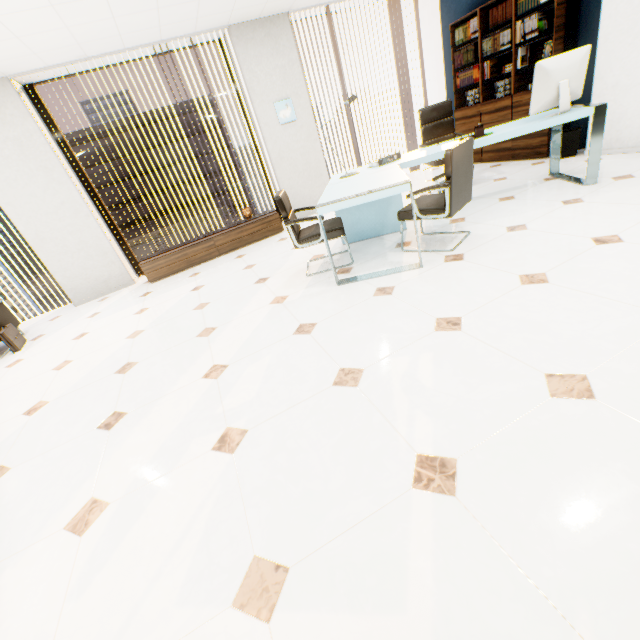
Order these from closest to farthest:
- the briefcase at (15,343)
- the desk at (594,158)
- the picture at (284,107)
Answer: the desk at (594,158) < the briefcase at (15,343) < the picture at (284,107)

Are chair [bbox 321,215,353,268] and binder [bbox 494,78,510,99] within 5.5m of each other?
yes

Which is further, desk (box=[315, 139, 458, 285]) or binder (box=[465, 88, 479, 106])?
binder (box=[465, 88, 479, 106])

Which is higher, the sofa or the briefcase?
the sofa

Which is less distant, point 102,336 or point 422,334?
point 422,334

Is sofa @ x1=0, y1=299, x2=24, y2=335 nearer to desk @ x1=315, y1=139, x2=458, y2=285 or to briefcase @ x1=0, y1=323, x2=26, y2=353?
briefcase @ x1=0, y1=323, x2=26, y2=353

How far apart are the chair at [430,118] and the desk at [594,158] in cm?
54

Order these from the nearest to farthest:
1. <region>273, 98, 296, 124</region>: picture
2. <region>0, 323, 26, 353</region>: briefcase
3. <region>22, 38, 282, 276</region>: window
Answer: <region>0, 323, 26, 353</region>: briefcase → <region>22, 38, 282, 276</region>: window → <region>273, 98, 296, 124</region>: picture
